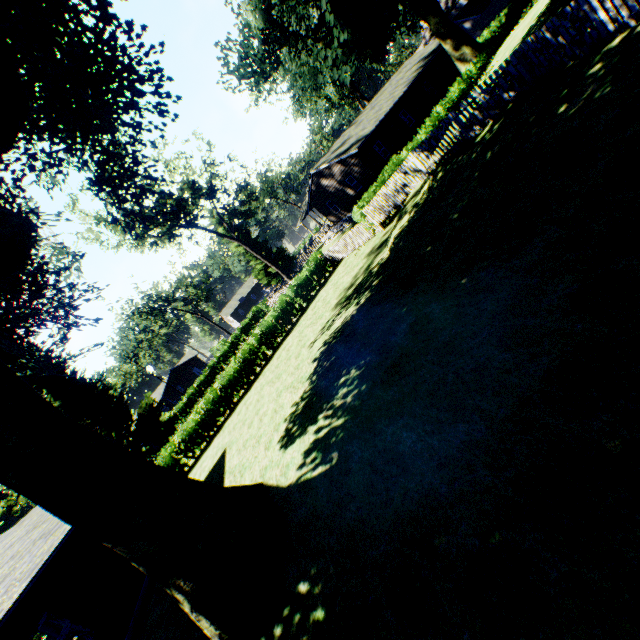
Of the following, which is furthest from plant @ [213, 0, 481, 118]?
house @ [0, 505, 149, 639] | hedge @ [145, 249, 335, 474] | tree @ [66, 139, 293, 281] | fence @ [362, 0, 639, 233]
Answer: tree @ [66, 139, 293, 281]

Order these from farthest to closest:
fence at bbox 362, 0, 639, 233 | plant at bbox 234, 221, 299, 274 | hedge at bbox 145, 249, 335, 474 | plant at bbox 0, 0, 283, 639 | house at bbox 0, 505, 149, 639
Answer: plant at bbox 234, 221, 299, 274 → hedge at bbox 145, 249, 335, 474 → house at bbox 0, 505, 149, 639 → fence at bbox 362, 0, 639, 233 → plant at bbox 0, 0, 283, 639

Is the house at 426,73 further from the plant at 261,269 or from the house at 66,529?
the house at 66,529

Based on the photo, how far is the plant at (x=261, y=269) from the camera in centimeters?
4791cm

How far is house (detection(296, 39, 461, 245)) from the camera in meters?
28.7 m

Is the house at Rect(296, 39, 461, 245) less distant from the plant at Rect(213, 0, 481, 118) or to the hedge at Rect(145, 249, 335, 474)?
the plant at Rect(213, 0, 481, 118)

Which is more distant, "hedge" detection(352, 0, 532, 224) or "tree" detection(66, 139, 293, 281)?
"tree" detection(66, 139, 293, 281)

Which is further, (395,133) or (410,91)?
(410,91)
